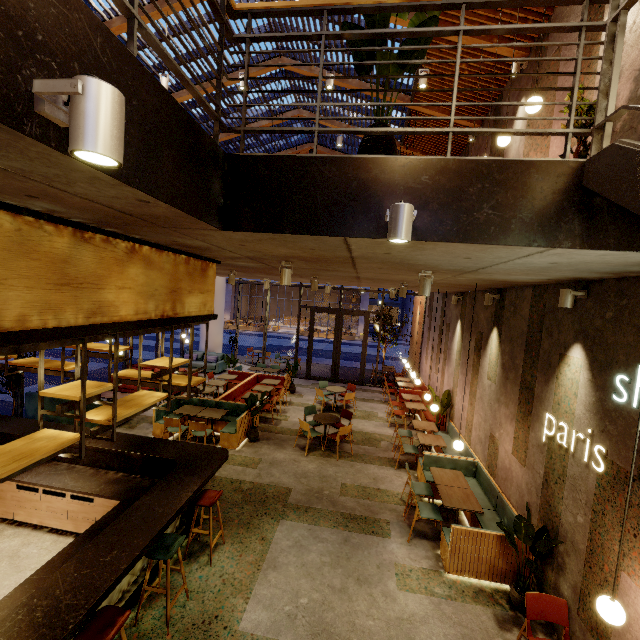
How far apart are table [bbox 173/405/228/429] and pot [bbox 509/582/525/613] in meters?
6.7 m

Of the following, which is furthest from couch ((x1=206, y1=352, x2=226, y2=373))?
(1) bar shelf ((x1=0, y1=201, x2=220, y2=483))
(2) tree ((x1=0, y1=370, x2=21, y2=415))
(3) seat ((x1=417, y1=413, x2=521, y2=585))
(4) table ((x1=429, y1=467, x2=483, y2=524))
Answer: (4) table ((x1=429, y1=467, x2=483, y2=524))

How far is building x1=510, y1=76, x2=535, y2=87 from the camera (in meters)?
6.15

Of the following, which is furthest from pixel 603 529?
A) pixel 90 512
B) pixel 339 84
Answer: pixel 339 84

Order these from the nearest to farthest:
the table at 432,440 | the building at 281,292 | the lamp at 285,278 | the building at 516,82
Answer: the lamp at 285,278
the building at 516,82
the table at 432,440
the building at 281,292

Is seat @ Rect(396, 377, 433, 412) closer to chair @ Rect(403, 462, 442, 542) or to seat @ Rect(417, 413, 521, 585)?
seat @ Rect(417, 413, 521, 585)

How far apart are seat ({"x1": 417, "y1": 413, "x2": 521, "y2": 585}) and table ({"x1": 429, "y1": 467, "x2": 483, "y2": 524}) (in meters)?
0.18

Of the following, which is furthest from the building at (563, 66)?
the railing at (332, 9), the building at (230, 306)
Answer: the building at (230, 306)
